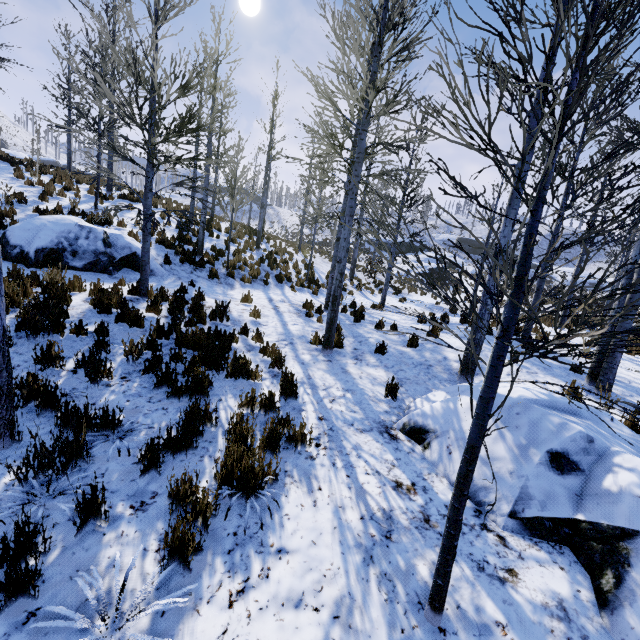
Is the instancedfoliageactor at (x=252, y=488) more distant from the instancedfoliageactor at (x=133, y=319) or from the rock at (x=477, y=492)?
the instancedfoliageactor at (x=133, y=319)

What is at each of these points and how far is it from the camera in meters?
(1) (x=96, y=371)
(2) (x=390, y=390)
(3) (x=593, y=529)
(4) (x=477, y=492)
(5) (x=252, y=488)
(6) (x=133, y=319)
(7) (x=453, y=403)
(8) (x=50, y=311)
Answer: (1) instancedfoliageactor, 4.2 m
(2) instancedfoliageactor, 5.4 m
(3) rock, 2.8 m
(4) rock, 3.4 m
(5) instancedfoliageactor, 3.1 m
(6) instancedfoliageactor, 5.9 m
(7) rock, 4.4 m
(8) instancedfoliageactor, 4.8 m

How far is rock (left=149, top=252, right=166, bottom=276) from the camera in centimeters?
984cm

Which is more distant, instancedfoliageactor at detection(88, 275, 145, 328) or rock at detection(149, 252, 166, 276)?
rock at detection(149, 252, 166, 276)

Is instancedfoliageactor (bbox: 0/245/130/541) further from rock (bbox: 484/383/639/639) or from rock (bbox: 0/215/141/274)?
rock (bbox: 484/383/639/639)

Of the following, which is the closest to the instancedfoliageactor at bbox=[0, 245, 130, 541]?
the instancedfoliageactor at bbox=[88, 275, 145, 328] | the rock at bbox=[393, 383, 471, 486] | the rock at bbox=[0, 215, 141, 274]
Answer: the rock at bbox=[0, 215, 141, 274]

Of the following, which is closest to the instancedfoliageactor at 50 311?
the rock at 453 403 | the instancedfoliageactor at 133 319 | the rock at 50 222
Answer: the rock at 50 222
